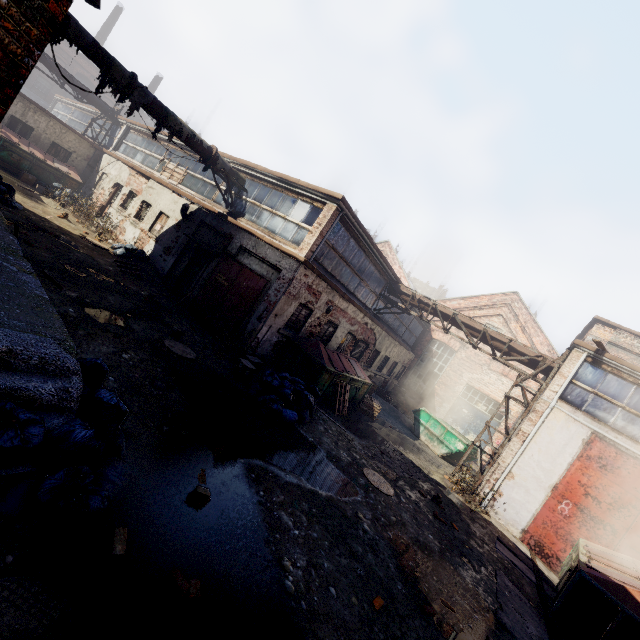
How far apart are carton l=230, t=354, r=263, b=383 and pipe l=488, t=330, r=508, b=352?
9.3m

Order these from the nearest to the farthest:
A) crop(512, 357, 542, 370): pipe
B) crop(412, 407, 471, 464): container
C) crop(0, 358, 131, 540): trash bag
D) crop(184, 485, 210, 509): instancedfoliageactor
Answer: crop(0, 358, 131, 540): trash bag
crop(184, 485, 210, 509): instancedfoliageactor
crop(512, 357, 542, 370): pipe
crop(412, 407, 471, 464): container

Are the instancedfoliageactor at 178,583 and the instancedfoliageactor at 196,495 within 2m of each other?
yes

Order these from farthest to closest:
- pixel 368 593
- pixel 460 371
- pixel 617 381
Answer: pixel 460 371 < pixel 617 381 < pixel 368 593

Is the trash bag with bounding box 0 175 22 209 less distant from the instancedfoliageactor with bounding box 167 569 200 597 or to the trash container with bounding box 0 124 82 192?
the trash container with bounding box 0 124 82 192

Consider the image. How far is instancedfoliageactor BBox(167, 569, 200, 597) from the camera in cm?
291

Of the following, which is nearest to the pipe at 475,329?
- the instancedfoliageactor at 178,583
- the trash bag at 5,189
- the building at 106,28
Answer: the instancedfoliageactor at 178,583

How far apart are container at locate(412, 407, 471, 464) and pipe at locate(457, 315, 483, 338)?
4.4m
